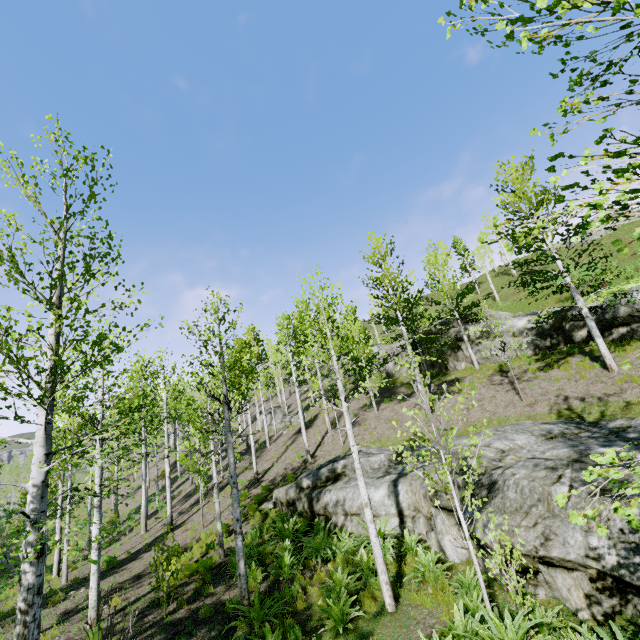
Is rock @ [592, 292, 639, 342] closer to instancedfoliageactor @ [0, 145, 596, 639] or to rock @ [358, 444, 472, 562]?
rock @ [358, 444, 472, 562]

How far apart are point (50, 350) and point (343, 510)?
9.8 meters

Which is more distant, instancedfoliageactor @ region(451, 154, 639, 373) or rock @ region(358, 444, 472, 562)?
rock @ region(358, 444, 472, 562)

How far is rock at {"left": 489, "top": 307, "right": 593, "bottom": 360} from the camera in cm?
1705

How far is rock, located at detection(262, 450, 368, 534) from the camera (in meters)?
10.88

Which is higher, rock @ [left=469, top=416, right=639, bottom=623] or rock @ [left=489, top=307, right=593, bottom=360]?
rock @ [left=489, top=307, right=593, bottom=360]

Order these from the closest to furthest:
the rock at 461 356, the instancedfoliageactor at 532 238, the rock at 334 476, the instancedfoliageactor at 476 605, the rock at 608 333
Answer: the instancedfoliageactor at 532 238 → the instancedfoliageactor at 476 605 → the rock at 334 476 → the rock at 608 333 → the rock at 461 356

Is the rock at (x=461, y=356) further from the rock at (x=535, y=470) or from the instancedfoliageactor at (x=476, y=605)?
the instancedfoliageactor at (x=476, y=605)
